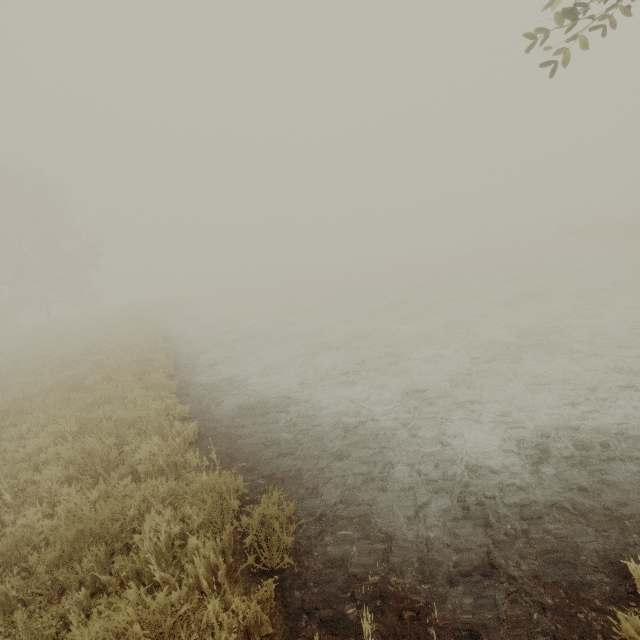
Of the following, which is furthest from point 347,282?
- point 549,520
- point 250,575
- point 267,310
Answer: point 250,575
